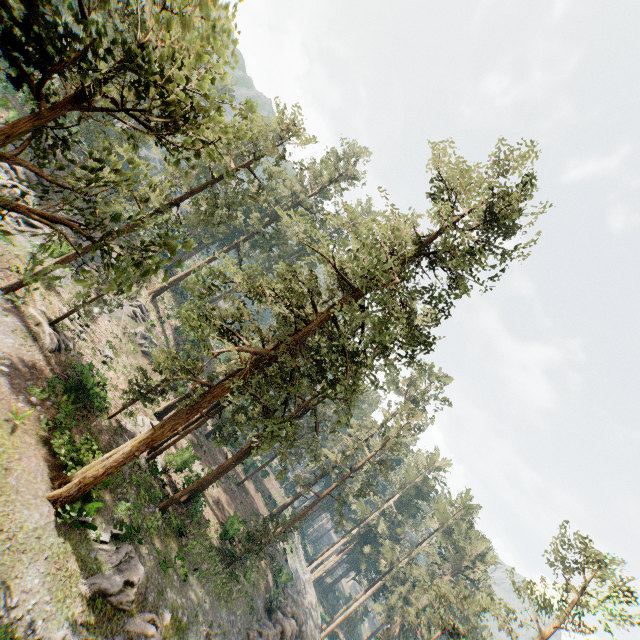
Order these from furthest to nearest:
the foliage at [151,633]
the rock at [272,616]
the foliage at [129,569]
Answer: the rock at [272,616] → the foliage at [151,633] → the foliage at [129,569]

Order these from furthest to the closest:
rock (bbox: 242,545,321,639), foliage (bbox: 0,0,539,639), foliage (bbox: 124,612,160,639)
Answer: rock (bbox: 242,545,321,639)
foliage (bbox: 124,612,160,639)
foliage (bbox: 0,0,539,639)

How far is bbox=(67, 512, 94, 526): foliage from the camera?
16.0 meters

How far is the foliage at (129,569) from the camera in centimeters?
1557cm

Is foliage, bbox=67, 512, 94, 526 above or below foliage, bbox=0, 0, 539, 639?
below

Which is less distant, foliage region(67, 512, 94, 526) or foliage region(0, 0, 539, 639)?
foliage region(0, 0, 539, 639)

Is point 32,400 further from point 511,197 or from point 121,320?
point 511,197
